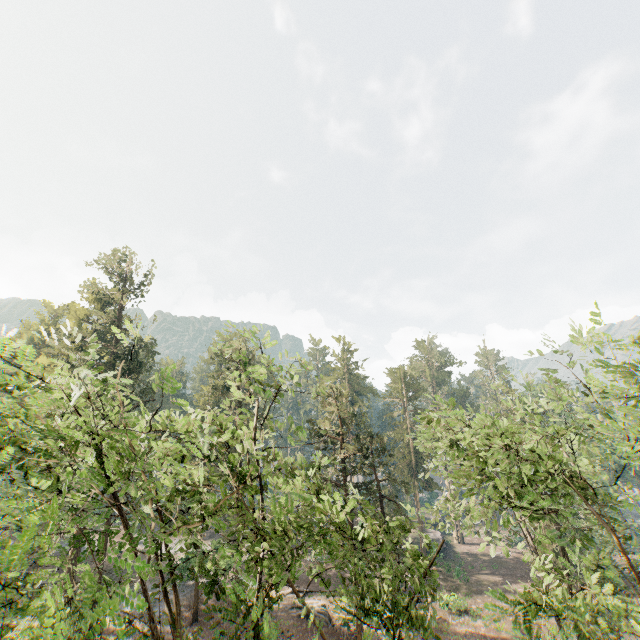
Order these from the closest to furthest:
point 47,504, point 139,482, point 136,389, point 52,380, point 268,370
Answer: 1. point 47,504
2. point 139,482
3. point 52,380
4. point 136,389
5. point 268,370
